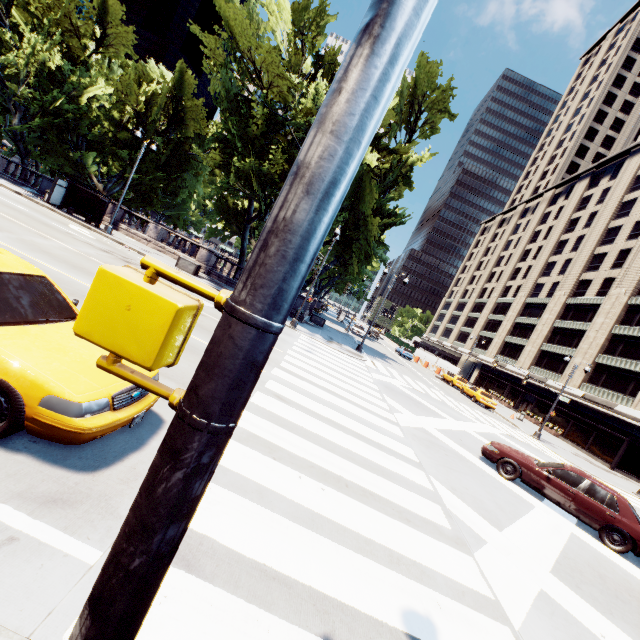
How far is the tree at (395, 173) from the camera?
24.7 meters

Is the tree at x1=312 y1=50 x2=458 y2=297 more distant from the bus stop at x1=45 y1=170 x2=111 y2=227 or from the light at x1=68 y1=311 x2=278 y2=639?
the light at x1=68 y1=311 x2=278 y2=639

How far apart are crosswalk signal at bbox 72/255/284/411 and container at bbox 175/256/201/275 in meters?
23.5

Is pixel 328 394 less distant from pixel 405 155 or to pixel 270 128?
pixel 270 128

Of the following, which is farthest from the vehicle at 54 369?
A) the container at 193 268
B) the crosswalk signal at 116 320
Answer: the container at 193 268

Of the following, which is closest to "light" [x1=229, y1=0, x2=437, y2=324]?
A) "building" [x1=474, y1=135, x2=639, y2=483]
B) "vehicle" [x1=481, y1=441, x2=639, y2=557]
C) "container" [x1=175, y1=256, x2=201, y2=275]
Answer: "vehicle" [x1=481, y1=441, x2=639, y2=557]

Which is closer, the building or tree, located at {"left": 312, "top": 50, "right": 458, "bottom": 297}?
tree, located at {"left": 312, "top": 50, "right": 458, "bottom": 297}

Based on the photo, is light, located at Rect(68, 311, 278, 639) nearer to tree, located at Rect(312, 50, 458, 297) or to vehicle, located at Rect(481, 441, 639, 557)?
vehicle, located at Rect(481, 441, 639, 557)
